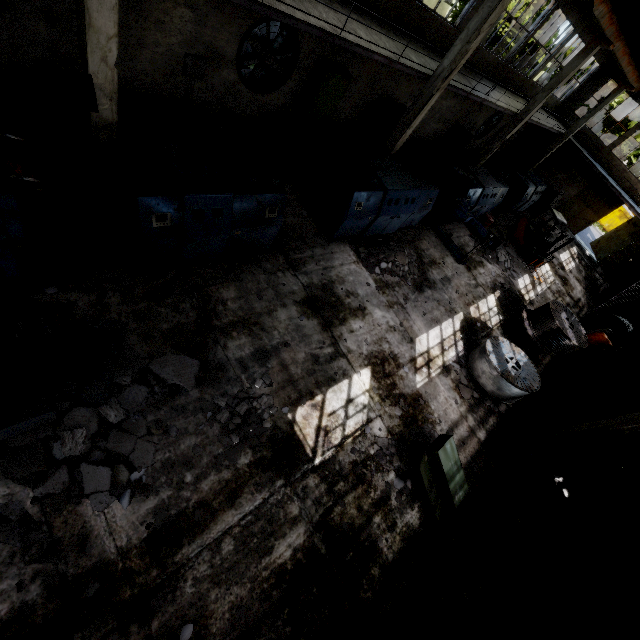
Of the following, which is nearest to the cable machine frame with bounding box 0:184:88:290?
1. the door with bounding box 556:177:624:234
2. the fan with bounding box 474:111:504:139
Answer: the fan with bounding box 474:111:504:139

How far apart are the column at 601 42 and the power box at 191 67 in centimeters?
1547cm

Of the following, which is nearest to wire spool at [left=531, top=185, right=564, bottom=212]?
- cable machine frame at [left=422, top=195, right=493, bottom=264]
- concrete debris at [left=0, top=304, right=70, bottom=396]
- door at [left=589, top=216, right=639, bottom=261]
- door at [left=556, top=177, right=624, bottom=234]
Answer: door at [left=556, top=177, right=624, bottom=234]

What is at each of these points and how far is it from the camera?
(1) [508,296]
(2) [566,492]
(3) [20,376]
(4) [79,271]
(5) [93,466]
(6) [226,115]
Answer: (1) concrete debris, 14.8m
(2) concrete debris, 9.9m
(3) cabinet, 4.6m
(4) cable machine frame, 6.1m
(5) concrete debris, 4.9m
(6) cabinet, 8.0m

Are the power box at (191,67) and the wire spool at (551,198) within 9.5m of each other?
no

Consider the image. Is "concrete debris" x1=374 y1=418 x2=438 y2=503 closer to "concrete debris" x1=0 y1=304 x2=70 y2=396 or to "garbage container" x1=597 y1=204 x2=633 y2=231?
"concrete debris" x1=0 y1=304 x2=70 y2=396

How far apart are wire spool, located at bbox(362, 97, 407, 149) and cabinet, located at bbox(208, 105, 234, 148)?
8.02m

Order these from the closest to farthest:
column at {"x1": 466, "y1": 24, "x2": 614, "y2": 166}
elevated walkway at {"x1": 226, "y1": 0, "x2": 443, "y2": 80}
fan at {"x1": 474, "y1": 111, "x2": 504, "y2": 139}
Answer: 1. elevated walkway at {"x1": 226, "y1": 0, "x2": 443, "y2": 80}
2. column at {"x1": 466, "y1": 24, "x2": 614, "y2": 166}
3. fan at {"x1": 474, "y1": 111, "x2": 504, "y2": 139}
